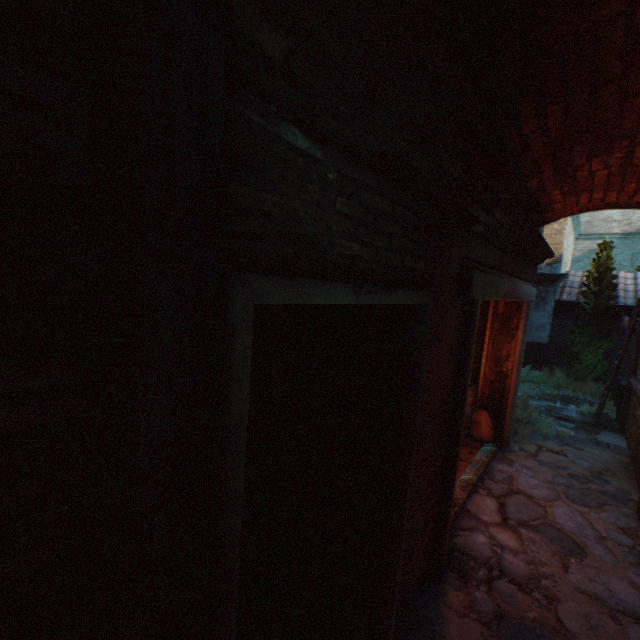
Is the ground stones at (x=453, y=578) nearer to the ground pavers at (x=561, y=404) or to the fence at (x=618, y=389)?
the ground pavers at (x=561, y=404)

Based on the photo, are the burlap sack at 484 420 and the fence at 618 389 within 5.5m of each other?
yes

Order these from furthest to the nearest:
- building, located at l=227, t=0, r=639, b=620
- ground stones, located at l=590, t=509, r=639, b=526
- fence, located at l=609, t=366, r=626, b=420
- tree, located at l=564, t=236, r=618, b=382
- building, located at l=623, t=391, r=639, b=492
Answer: tree, located at l=564, t=236, r=618, b=382, fence, located at l=609, t=366, r=626, b=420, building, located at l=623, t=391, r=639, b=492, ground stones, located at l=590, t=509, r=639, b=526, building, located at l=227, t=0, r=639, b=620

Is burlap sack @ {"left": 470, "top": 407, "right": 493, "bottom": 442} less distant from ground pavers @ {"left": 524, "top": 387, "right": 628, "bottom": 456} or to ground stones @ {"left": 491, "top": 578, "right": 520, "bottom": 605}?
ground stones @ {"left": 491, "top": 578, "right": 520, "bottom": 605}

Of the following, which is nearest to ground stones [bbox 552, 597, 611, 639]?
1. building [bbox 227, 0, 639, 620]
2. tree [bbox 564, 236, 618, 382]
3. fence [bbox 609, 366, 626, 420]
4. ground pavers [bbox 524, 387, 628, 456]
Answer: building [bbox 227, 0, 639, 620]

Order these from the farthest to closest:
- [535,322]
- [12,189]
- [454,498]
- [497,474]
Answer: [535,322] < [497,474] < [454,498] < [12,189]

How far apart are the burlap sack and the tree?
6.9 meters
